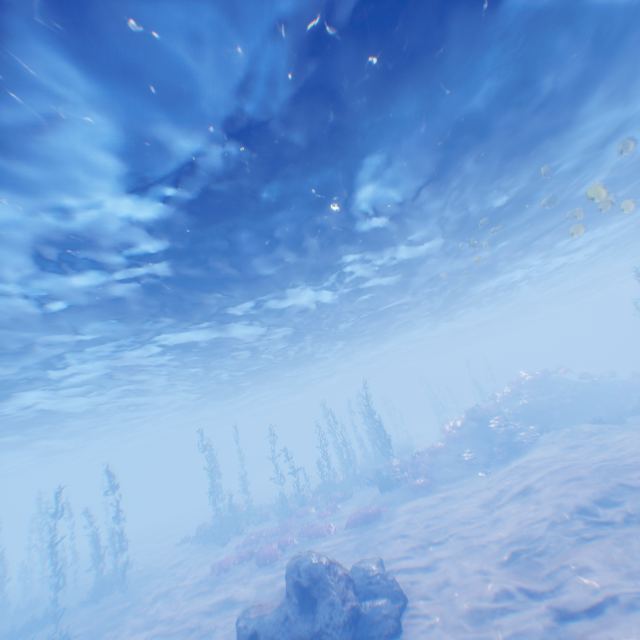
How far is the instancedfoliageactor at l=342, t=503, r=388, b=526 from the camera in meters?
18.4

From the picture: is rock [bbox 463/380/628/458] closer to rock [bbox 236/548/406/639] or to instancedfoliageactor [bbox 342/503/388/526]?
instancedfoliageactor [bbox 342/503/388/526]

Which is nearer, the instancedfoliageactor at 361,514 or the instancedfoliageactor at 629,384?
the instancedfoliageactor at 361,514

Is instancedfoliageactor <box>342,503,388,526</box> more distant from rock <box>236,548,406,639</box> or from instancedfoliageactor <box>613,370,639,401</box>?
instancedfoliageactor <box>613,370,639,401</box>

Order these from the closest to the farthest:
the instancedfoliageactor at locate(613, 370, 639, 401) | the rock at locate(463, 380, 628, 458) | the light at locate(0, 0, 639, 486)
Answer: the light at locate(0, 0, 639, 486)
the rock at locate(463, 380, 628, 458)
the instancedfoliageactor at locate(613, 370, 639, 401)

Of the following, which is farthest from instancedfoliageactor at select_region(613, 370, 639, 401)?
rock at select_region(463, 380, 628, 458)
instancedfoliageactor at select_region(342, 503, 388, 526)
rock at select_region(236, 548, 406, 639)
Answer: rock at select_region(236, 548, 406, 639)

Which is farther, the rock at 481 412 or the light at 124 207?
the rock at 481 412

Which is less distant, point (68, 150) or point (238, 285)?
point (68, 150)
